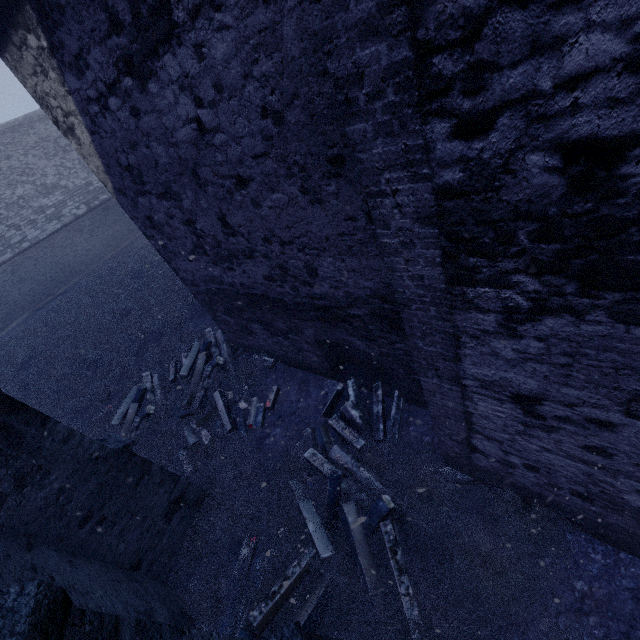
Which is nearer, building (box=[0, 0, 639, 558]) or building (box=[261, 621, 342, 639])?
building (box=[0, 0, 639, 558])

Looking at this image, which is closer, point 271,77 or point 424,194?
point 424,194

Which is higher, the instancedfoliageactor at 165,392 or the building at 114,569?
the building at 114,569

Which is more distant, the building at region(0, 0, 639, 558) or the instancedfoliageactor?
the instancedfoliageactor

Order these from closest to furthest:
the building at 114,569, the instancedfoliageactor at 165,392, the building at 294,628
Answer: the building at 114,569, the building at 294,628, the instancedfoliageactor at 165,392

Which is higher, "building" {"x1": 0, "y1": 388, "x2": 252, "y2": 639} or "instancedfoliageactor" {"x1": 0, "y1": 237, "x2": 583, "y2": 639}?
"building" {"x1": 0, "y1": 388, "x2": 252, "y2": 639}

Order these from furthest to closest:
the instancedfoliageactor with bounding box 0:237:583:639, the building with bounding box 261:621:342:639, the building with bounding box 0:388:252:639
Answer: the instancedfoliageactor with bounding box 0:237:583:639
the building with bounding box 261:621:342:639
the building with bounding box 0:388:252:639
